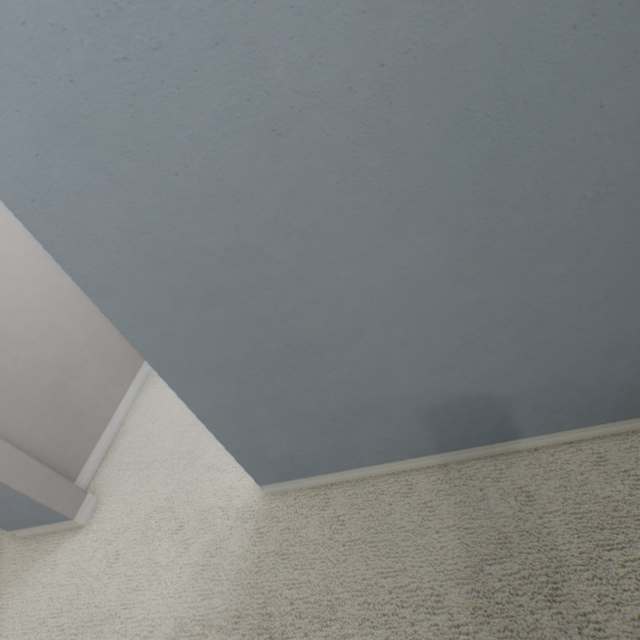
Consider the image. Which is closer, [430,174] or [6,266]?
[430,174]
